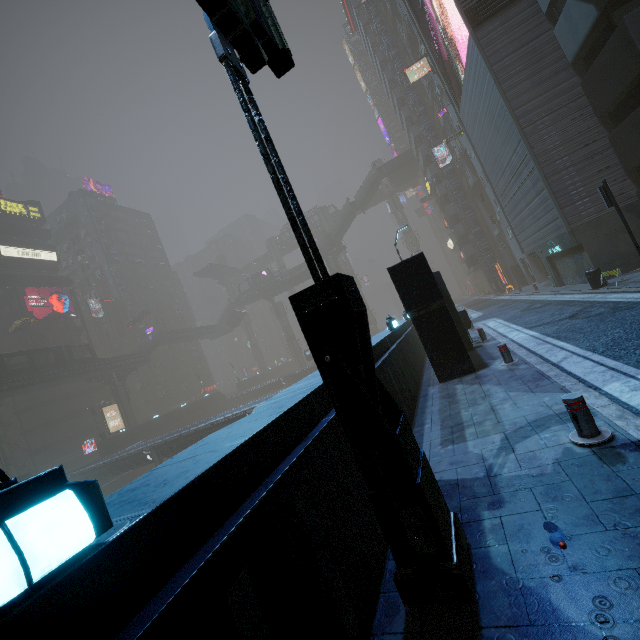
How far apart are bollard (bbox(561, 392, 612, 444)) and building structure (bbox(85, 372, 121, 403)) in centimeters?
5501cm

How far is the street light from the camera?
2.79m

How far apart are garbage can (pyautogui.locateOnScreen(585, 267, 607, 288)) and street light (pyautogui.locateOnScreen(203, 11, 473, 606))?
16.21m

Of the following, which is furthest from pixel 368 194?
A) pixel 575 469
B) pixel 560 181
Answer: pixel 575 469

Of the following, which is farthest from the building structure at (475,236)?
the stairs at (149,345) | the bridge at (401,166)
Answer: the stairs at (149,345)

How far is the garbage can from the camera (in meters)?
14.48

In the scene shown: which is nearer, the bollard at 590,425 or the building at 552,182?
the bollard at 590,425

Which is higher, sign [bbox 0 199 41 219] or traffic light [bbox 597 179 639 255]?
sign [bbox 0 199 41 219]
